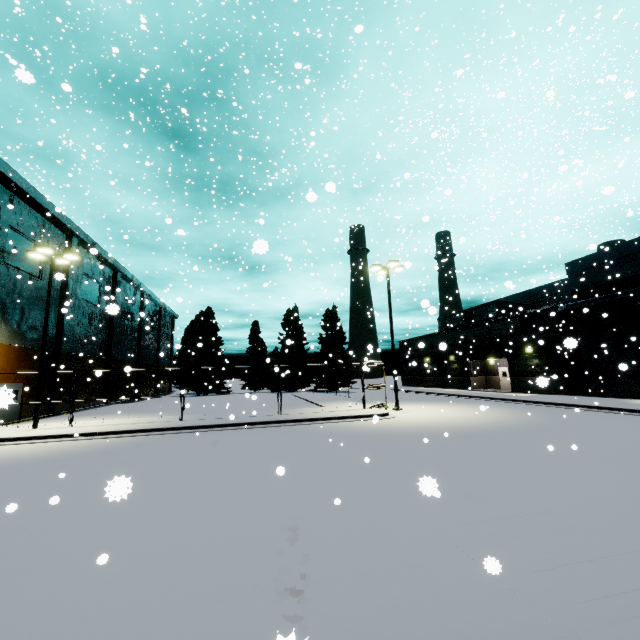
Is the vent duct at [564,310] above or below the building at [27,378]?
above

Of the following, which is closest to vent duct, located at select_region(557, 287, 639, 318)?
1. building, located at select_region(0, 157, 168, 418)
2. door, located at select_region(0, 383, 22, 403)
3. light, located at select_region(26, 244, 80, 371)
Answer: building, located at select_region(0, 157, 168, 418)

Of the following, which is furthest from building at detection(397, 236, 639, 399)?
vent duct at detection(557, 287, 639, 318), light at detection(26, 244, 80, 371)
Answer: light at detection(26, 244, 80, 371)

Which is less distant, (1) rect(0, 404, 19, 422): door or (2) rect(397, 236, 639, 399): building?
(1) rect(0, 404, 19, 422): door

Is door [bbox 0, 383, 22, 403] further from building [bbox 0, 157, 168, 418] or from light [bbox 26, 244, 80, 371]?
light [bbox 26, 244, 80, 371]

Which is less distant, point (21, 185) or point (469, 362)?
point (21, 185)

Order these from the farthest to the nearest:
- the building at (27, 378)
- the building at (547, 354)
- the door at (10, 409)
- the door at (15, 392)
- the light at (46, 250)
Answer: the building at (547, 354)
the building at (27, 378)
the light at (46, 250)
the door at (10, 409)
the door at (15, 392)

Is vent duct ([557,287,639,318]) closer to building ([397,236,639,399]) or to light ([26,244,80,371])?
building ([397,236,639,399])
